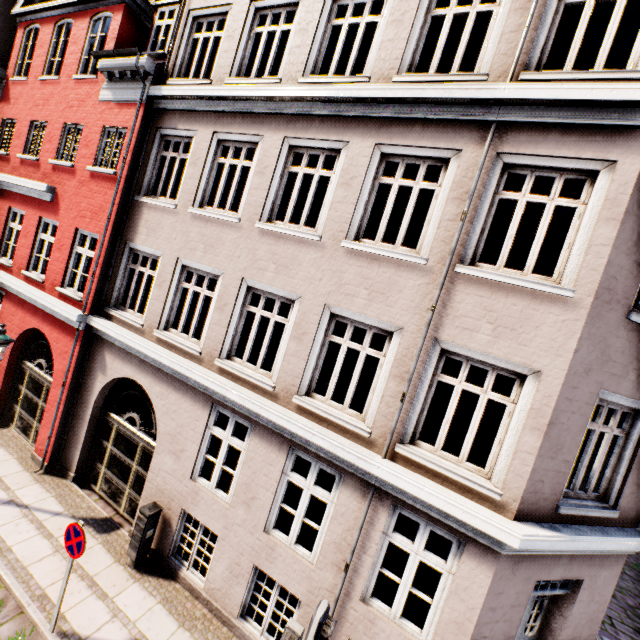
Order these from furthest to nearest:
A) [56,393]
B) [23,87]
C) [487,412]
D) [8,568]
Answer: [487,412]
[23,87]
[56,393]
[8,568]

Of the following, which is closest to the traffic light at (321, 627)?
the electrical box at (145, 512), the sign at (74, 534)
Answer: the sign at (74, 534)

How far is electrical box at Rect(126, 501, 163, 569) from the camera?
6.68m

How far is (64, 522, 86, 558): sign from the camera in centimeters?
510cm

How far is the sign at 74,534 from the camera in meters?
5.1 m

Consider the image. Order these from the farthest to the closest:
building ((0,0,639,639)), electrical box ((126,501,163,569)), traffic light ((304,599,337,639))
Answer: electrical box ((126,501,163,569)) < building ((0,0,639,639)) < traffic light ((304,599,337,639))

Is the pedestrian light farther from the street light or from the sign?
the street light

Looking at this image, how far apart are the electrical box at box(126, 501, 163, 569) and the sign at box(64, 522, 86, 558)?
1.50m
